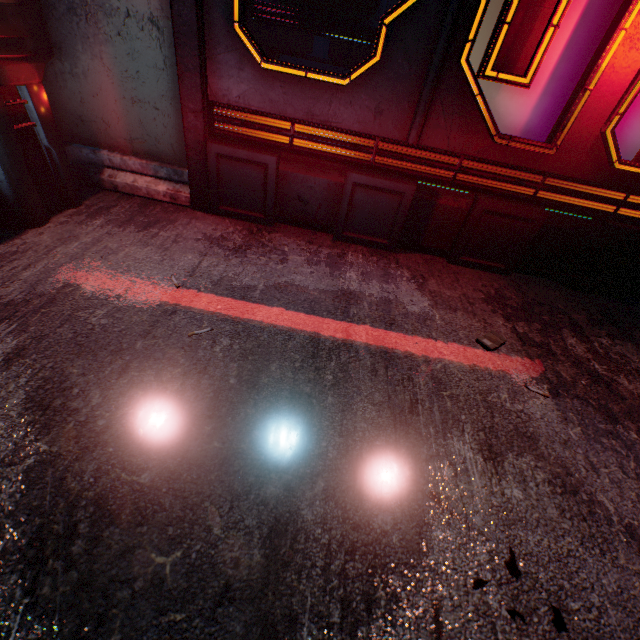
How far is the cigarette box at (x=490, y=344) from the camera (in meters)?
1.42

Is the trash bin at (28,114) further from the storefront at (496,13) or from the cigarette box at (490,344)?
the cigarette box at (490,344)

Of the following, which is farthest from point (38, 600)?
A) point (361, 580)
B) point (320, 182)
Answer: point (320, 182)

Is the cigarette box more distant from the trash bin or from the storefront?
the trash bin

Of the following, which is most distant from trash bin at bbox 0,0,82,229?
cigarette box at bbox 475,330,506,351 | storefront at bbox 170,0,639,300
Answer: cigarette box at bbox 475,330,506,351

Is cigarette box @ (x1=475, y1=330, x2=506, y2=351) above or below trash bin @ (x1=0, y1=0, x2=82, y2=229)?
below
